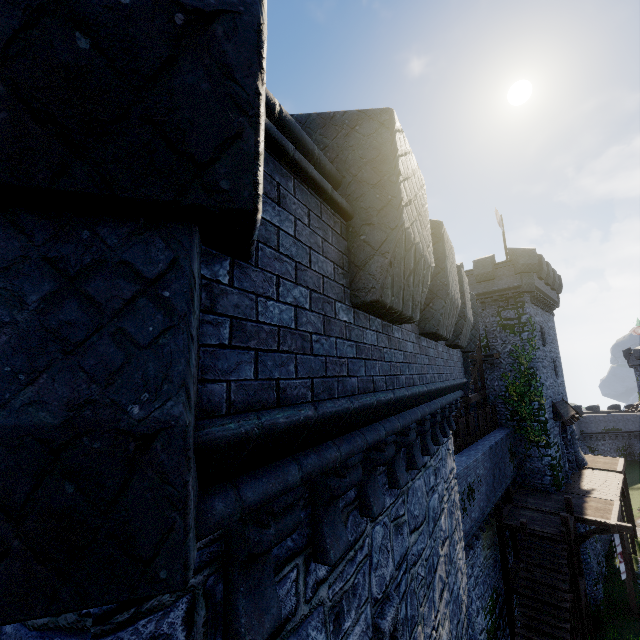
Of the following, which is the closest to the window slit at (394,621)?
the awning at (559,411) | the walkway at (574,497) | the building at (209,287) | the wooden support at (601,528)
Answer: the building at (209,287)

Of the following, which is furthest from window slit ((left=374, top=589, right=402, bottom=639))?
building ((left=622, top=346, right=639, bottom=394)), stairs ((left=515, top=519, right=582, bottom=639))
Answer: building ((left=622, top=346, right=639, bottom=394))

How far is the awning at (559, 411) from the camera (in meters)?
23.27

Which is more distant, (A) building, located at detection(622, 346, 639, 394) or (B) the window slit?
(A) building, located at detection(622, 346, 639, 394)

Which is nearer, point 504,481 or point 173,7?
point 173,7

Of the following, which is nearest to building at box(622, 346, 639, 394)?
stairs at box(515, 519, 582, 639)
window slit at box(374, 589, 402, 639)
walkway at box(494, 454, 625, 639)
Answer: walkway at box(494, 454, 625, 639)

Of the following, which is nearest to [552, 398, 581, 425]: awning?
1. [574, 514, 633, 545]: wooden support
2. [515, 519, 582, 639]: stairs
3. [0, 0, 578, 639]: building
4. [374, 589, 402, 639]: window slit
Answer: [574, 514, 633, 545]: wooden support

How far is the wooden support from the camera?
16.5 meters
